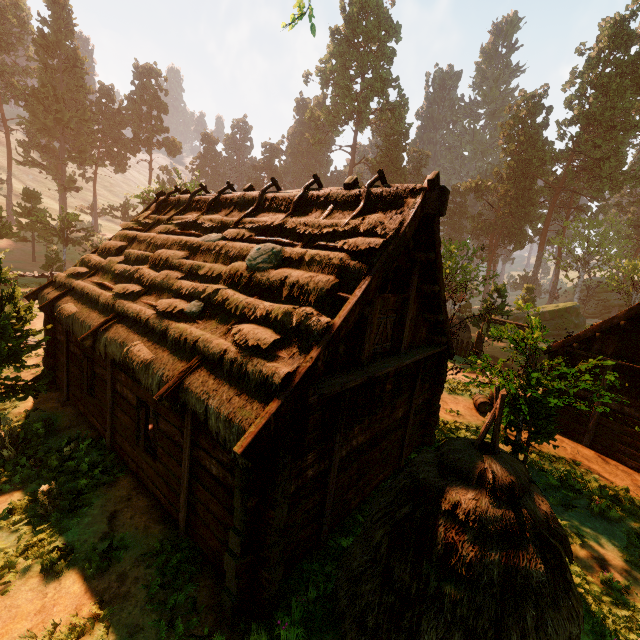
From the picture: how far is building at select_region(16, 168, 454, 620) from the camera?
5.07m

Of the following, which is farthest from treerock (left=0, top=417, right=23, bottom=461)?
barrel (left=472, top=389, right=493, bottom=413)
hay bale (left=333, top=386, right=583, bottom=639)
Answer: hay bale (left=333, top=386, right=583, bottom=639)

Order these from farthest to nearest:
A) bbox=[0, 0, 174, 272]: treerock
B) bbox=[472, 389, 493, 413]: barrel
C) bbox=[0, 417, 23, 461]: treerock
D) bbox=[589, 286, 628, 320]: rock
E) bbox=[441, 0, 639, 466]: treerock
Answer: bbox=[589, 286, 628, 320]: rock, bbox=[0, 0, 174, 272]: treerock, bbox=[472, 389, 493, 413]: barrel, bbox=[441, 0, 639, 466]: treerock, bbox=[0, 417, 23, 461]: treerock

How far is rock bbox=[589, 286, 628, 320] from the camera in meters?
56.5

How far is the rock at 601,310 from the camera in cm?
5655

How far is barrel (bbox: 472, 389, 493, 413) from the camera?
14.7 meters

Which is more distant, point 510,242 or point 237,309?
point 510,242

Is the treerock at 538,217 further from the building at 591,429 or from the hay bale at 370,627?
the hay bale at 370,627
